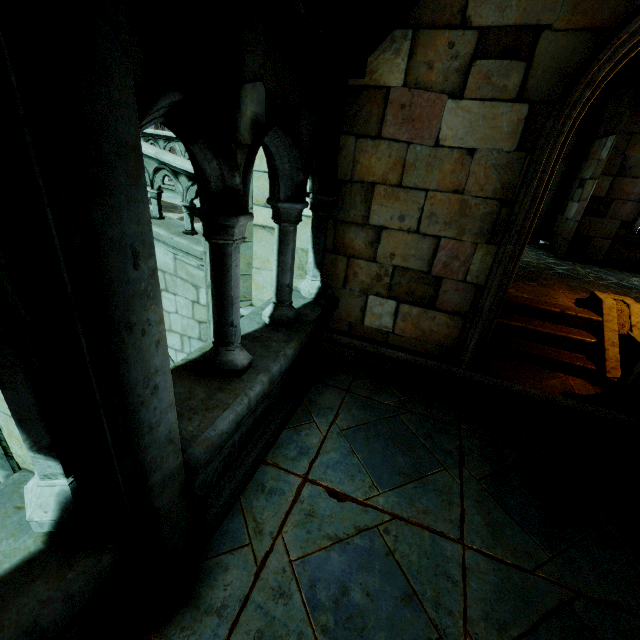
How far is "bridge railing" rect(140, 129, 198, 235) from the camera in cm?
501

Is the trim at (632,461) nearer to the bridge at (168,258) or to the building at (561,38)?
the building at (561,38)

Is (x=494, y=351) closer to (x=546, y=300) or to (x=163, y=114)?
(x=546, y=300)

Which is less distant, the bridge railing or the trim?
the trim

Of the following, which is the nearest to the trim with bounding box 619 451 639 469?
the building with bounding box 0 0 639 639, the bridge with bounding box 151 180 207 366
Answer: the building with bounding box 0 0 639 639

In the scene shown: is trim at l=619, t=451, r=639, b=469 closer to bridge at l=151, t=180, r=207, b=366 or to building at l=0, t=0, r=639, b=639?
building at l=0, t=0, r=639, b=639

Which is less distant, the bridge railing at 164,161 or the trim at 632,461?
the trim at 632,461

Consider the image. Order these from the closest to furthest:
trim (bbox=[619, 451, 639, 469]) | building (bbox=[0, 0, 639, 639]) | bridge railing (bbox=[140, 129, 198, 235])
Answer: building (bbox=[0, 0, 639, 639]) < trim (bbox=[619, 451, 639, 469]) < bridge railing (bbox=[140, 129, 198, 235])
